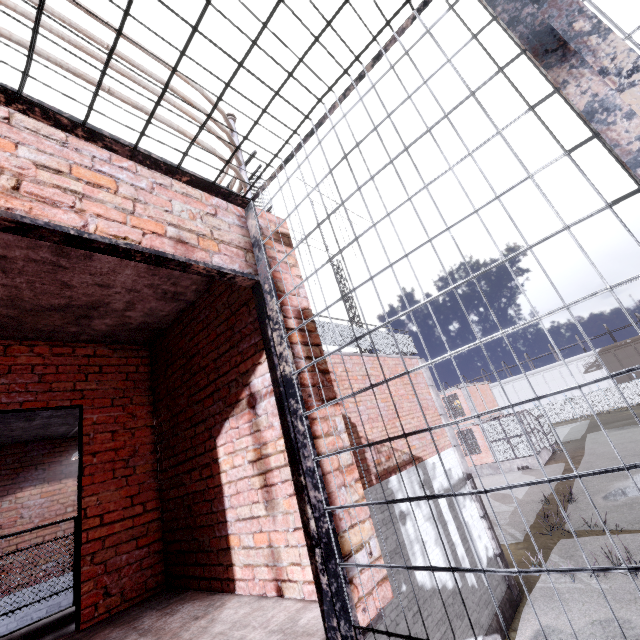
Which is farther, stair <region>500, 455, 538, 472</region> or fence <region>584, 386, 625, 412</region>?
fence <region>584, 386, 625, 412</region>

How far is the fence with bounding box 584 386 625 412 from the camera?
42.2m

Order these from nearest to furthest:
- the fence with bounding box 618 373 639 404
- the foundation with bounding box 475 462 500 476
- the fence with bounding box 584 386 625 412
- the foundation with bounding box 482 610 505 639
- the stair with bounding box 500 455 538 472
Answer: the foundation with bounding box 482 610 505 639 < the stair with bounding box 500 455 538 472 < the foundation with bounding box 475 462 500 476 < the fence with bounding box 618 373 639 404 < the fence with bounding box 584 386 625 412

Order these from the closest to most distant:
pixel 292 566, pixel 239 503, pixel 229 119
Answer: pixel 292 566 < pixel 239 503 < pixel 229 119

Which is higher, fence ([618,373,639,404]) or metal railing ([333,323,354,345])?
metal railing ([333,323,354,345])

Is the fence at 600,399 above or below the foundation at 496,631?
above

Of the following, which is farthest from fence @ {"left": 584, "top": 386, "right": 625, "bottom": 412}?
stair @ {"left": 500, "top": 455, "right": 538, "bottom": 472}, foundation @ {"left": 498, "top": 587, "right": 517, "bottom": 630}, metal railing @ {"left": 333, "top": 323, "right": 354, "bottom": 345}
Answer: stair @ {"left": 500, "top": 455, "right": 538, "bottom": 472}

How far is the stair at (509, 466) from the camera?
23.5 meters
